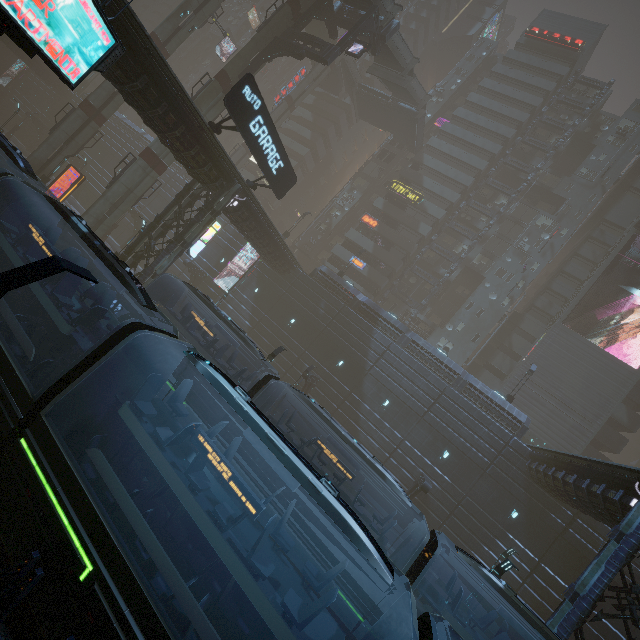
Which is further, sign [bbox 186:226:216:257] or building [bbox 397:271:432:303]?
building [bbox 397:271:432:303]

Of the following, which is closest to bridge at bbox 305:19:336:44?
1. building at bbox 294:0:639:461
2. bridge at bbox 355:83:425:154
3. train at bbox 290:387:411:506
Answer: building at bbox 294:0:639:461

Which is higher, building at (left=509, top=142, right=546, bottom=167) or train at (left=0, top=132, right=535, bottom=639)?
building at (left=509, top=142, right=546, bottom=167)

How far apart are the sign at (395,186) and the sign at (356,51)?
20.0 meters

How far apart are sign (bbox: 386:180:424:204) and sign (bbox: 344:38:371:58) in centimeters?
1998cm

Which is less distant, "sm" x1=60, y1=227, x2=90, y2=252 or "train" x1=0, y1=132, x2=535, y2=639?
"train" x1=0, y1=132, x2=535, y2=639

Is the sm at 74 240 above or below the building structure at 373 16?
below

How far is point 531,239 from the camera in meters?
41.8
